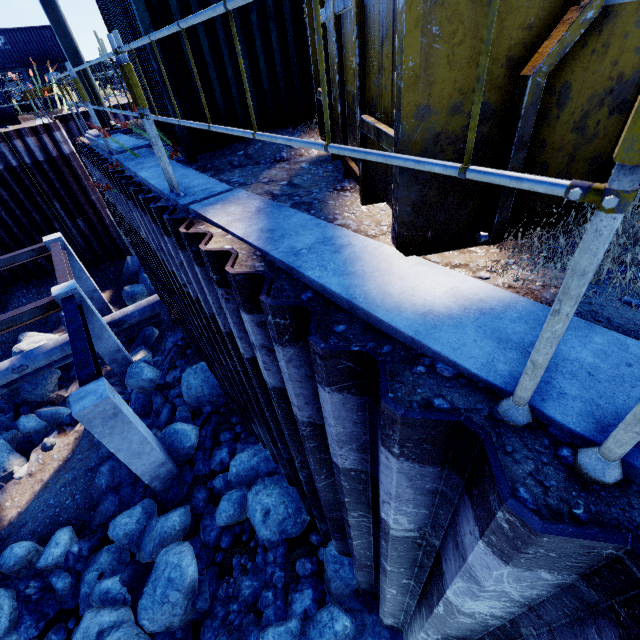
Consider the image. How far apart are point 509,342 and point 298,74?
5.5 meters

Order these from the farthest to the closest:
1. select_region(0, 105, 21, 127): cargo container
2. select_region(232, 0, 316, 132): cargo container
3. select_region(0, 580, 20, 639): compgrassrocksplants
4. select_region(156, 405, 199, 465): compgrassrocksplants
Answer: select_region(0, 105, 21, 127): cargo container < select_region(156, 405, 199, 465): compgrassrocksplants < select_region(0, 580, 20, 639): compgrassrocksplants < select_region(232, 0, 316, 132): cargo container

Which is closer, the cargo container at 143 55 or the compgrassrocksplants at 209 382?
the cargo container at 143 55

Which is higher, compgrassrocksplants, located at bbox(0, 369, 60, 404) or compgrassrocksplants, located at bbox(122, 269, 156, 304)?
compgrassrocksplants, located at bbox(122, 269, 156, 304)

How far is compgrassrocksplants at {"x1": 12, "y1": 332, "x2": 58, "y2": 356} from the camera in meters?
13.2

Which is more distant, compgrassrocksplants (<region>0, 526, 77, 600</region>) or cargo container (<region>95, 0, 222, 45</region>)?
compgrassrocksplants (<region>0, 526, 77, 600</region>)

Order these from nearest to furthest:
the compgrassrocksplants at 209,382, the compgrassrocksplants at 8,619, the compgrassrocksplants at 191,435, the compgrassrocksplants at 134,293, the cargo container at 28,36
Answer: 1. the compgrassrocksplants at 8,619
2. the compgrassrocksplants at 191,435
3. the compgrassrocksplants at 209,382
4. the compgrassrocksplants at 134,293
5. the cargo container at 28,36

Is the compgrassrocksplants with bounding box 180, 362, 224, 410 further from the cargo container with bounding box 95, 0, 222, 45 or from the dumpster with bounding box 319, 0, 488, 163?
the dumpster with bounding box 319, 0, 488, 163
